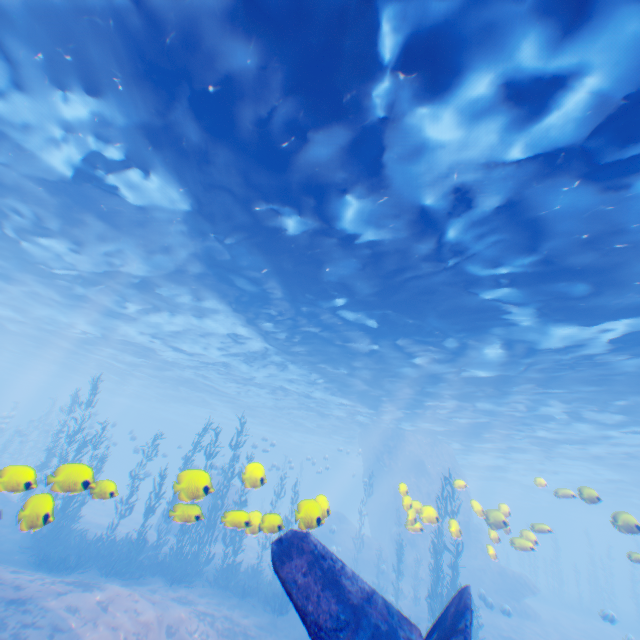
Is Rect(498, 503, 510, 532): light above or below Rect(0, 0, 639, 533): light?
below

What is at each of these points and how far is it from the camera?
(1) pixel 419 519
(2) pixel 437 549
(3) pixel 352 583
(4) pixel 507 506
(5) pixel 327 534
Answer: (1) rock, 28.9m
(2) instancedfoliageactor, 18.5m
(3) plane, 4.7m
(4) light, 11.4m
(5) rock, 29.9m

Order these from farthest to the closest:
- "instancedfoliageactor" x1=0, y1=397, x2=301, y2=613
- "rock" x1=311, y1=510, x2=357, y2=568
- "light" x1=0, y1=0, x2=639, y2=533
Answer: "rock" x1=311, y1=510, x2=357, y2=568 → "light" x1=0, y1=0, x2=639, y2=533 → "instancedfoliageactor" x1=0, y1=397, x2=301, y2=613

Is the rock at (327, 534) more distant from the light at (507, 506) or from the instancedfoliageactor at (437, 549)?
the instancedfoliageactor at (437, 549)

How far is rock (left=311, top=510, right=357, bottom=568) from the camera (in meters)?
7.26

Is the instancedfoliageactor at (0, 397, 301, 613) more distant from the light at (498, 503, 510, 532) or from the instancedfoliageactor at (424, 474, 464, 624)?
the instancedfoliageactor at (424, 474, 464, 624)

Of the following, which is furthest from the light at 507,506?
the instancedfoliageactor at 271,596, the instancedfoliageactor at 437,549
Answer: the instancedfoliageactor at 437,549

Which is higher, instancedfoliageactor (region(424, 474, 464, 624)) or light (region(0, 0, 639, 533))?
light (region(0, 0, 639, 533))
